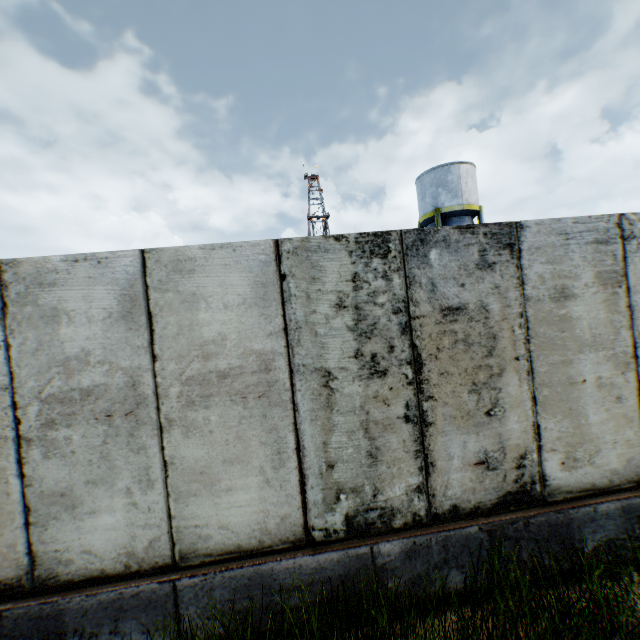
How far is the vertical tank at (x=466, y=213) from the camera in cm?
2166

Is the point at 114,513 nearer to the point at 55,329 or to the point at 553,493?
the point at 55,329

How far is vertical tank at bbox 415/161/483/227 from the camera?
21.7 meters
